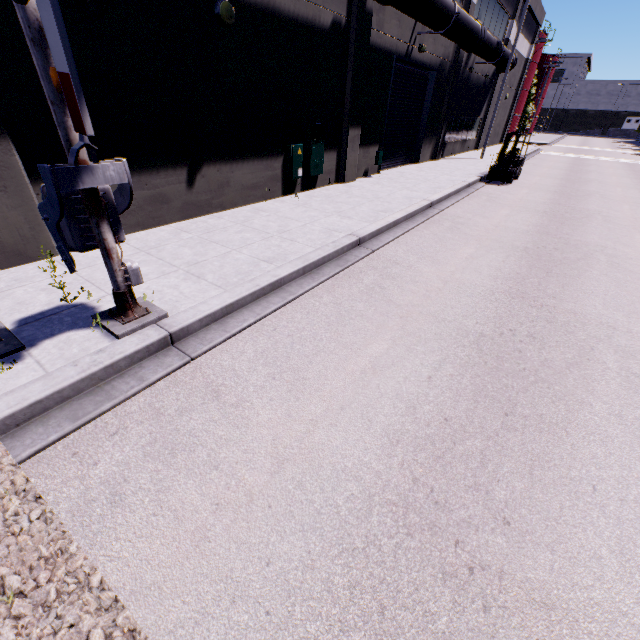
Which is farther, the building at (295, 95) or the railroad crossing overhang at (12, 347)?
the building at (295, 95)

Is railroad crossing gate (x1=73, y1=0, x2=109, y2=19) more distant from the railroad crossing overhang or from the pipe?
the pipe

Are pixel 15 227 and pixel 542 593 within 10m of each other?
yes

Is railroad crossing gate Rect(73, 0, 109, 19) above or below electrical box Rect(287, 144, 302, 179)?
above

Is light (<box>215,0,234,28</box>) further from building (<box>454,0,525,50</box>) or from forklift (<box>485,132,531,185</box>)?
forklift (<box>485,132,531,185</box>)

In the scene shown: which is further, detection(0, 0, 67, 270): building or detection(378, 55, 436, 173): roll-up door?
detection(378, 55, 436, 173): roll-up door

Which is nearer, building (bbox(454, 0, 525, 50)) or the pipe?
the pipe

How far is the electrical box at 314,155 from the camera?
10.5 meters
